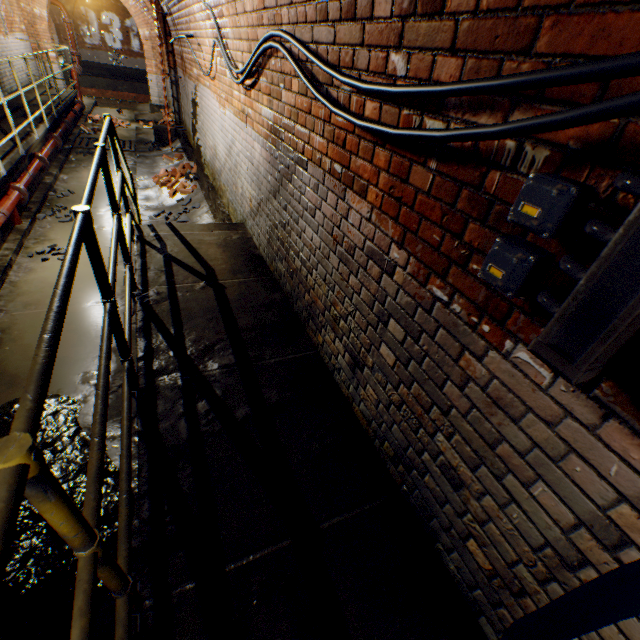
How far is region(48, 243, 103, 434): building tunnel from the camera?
3.20m

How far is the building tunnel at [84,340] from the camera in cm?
320

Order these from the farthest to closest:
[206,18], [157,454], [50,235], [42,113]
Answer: [42,113] < [50,235] < [206,18] < [157,454]

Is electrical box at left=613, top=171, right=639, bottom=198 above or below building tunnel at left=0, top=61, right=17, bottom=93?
above

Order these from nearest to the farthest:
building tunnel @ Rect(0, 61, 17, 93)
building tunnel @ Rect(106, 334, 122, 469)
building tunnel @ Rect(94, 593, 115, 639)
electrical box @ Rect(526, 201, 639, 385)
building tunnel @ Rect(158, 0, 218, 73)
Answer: electrical box @ Rect(526, 201, 639, 385) → building tunnel @ Rect(94, 593, 115, 639) → building tunnel @ Rect(106, 334, 122, 469) → building tunnel @ Rect(158, 0, 218, 73) → building tunnel @ Rect(0, 61, 17, 93)

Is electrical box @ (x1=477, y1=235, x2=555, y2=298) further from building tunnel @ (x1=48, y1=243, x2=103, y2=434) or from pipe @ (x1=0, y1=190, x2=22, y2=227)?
pipe @ (x1=0, y1=190, x2=22, y2=227)

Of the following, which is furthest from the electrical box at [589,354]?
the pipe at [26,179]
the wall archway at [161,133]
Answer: the wall archway at [161,133]

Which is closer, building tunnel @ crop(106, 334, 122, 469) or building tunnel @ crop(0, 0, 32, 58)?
building tunnel @ crop(106, 334, 122, 469)
